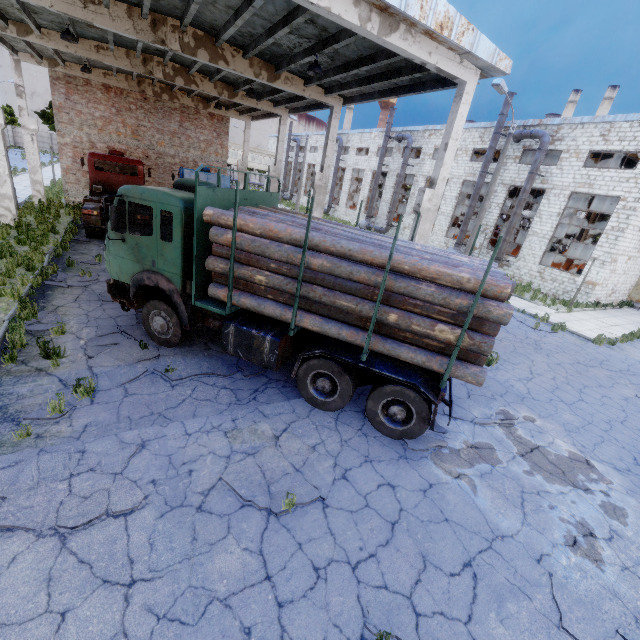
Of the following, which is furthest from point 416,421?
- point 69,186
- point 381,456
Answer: point 69,186

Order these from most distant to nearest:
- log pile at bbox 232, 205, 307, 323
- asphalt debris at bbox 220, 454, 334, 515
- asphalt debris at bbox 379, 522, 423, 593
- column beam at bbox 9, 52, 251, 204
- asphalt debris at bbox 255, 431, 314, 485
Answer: column beam at bbox 9, 52, 251, 204
log pile at bbox 232, 205, 307, 323
asphalt debris at bbox 255, 431, 314, 485
asphalt debris at bbox 220, 454, 334, 515
asphalt debris at bbox 379, 522, 423, 593

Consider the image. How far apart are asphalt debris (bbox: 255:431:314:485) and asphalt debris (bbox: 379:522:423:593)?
1.0m

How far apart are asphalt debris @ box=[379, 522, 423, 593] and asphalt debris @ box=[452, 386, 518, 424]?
3.4 meters

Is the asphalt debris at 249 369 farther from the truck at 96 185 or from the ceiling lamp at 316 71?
the ceiling lamp at 316 71

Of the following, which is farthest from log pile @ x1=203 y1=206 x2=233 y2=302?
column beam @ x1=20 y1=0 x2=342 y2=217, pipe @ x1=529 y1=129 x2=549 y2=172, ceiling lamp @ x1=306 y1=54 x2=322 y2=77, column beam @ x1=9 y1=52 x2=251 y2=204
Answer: pipe @ x1=529 y1=129 x2=549 y2=172

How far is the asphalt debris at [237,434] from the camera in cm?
577

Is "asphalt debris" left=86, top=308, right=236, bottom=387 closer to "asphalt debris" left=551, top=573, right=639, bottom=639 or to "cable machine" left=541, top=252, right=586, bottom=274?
"asphalt debris" left=551, top=573, right=639, bottom=639
